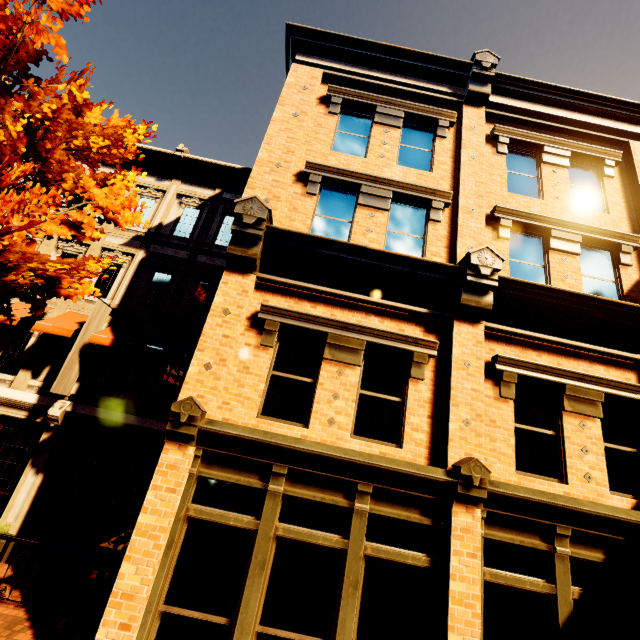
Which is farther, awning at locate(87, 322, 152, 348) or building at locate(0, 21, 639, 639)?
awning at locate(87, 322, 152, 348)

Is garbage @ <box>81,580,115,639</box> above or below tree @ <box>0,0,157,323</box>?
below

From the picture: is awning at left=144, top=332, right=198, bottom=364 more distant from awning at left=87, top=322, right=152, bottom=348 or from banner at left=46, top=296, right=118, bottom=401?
banner at left=46, top=296, right=118, bottom=401

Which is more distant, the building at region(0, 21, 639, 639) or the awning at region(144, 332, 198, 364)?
the awning at region(144, 332, 198, 364)

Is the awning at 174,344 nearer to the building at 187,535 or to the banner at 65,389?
the building at 187,535

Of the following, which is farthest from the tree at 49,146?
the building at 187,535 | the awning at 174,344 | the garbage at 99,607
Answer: the garbage at 99,607

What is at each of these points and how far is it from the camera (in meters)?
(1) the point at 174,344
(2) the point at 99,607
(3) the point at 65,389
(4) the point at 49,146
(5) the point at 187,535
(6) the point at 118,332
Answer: (1) awning, 9.86
(2) garbage, 5.60
(3) banner, 9.16
(4) tree, 5.27
(5) building, 5.25
(6) awning, 9.85

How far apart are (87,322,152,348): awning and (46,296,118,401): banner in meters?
0.2 m
